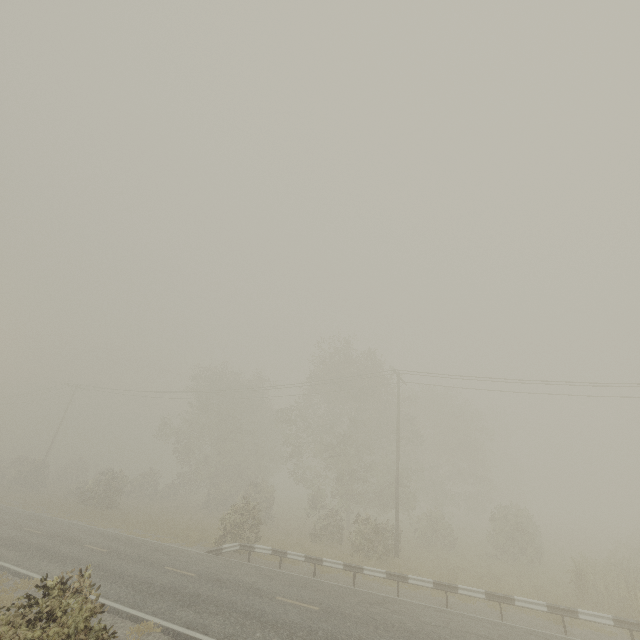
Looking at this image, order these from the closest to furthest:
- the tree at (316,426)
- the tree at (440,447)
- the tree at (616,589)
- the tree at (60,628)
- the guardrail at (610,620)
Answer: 1. the tree at (60,628)
2. the guardrail at (610,620)
3. the tree at (616,589)
4. the tree at (316,426)
5. the tree at (440,447)

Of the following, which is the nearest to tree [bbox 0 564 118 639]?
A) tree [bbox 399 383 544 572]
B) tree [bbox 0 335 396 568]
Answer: tree [bbox 399 383 544 572]

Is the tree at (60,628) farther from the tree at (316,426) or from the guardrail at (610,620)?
the tree at (316,426)

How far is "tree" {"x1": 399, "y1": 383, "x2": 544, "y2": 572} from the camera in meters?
22.9

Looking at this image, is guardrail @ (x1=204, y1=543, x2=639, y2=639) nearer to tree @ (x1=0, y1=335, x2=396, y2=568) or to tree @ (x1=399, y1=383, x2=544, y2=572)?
tree @ (x1=0, y1=335, x2=396, y2=568)

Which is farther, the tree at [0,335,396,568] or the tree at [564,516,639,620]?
the tree at [0,335,396,568]

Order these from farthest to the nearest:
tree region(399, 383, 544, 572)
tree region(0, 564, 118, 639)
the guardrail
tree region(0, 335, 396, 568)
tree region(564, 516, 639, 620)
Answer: tree region(399, 383, 544, 572), tree region(0, 335, 396, 568), tree region(564, 516, 639, 620), the guardrail, tree region(0, 564, 118, 639)

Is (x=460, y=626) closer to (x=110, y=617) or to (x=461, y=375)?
(x=110, y=617)
